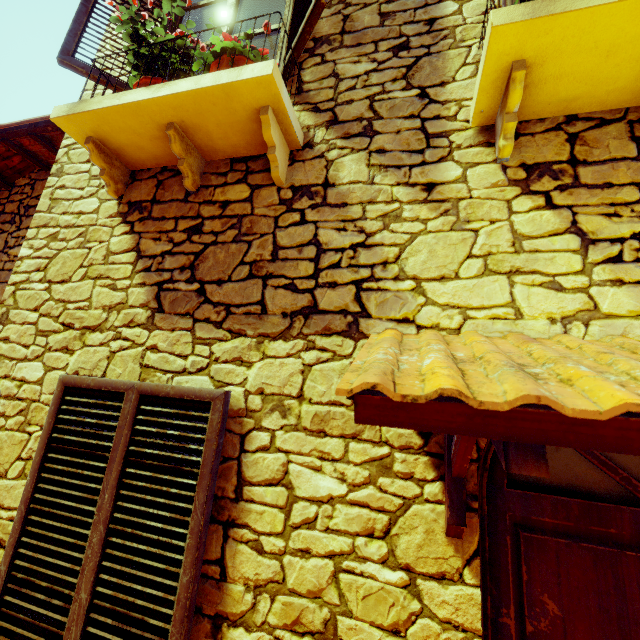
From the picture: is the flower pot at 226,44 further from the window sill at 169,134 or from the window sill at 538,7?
the window sill at 538,7

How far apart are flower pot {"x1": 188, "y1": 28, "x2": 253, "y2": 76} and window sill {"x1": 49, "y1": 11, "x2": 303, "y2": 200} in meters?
0.0 m

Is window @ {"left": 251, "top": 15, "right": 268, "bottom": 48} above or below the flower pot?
above

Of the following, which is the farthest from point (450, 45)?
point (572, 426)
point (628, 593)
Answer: point (628, 593)

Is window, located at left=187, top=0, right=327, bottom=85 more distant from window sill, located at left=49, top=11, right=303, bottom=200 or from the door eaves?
the door eaves

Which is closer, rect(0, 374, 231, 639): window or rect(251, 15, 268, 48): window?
rect(0, 374, 231, 639): window

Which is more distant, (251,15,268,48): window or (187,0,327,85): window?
(251,15,268,48): window

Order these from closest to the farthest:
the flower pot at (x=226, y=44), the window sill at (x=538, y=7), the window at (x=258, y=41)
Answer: the window sill at (x=538, y=7), the flower pot at (x=226, y=44), the window at (x=258, y=41)
